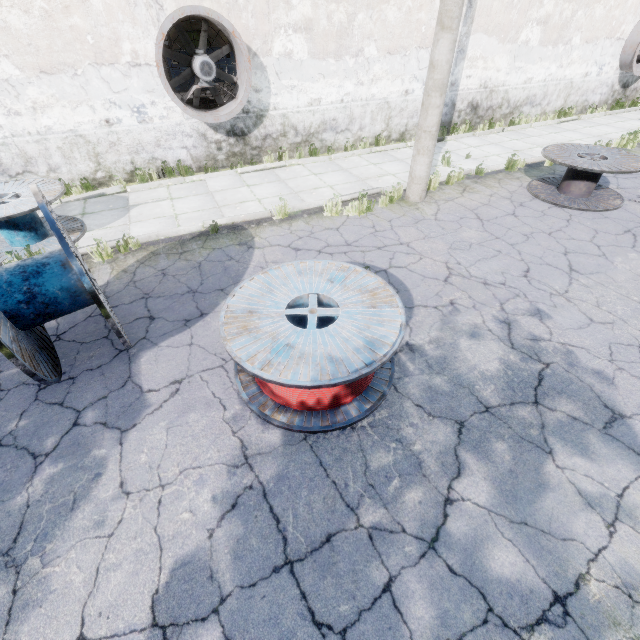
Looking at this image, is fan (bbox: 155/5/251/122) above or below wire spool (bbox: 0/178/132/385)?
above

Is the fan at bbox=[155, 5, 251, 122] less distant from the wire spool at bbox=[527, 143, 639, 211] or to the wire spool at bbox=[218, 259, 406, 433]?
the wire spool at bbox=[218, 259, 406, 433]

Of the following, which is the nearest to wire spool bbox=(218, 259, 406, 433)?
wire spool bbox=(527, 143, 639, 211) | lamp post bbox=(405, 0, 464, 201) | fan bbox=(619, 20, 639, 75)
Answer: lamp post bbox=(405, 0, 464, 201)

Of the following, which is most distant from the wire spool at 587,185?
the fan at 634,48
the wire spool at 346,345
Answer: the fan at 634,48

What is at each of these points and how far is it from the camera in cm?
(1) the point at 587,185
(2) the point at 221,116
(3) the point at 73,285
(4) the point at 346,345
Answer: (1) wire spool, 760
(2) fan, 841
(3) wire spool, 360
(4) wire spool, 326

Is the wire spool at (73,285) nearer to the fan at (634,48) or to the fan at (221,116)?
the fan at (221,116)

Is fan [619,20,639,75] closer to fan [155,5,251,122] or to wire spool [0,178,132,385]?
fan [155,5,251,122]

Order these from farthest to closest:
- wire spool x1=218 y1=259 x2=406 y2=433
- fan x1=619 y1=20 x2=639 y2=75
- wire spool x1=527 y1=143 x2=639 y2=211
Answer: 1. fan x1=619 y1=20 x2=639 y2=75
2. wire spool x1=527 y1=143 x2=639 y2=211
3. wire spool x1=218 y1=259 x2=406 y2=433
